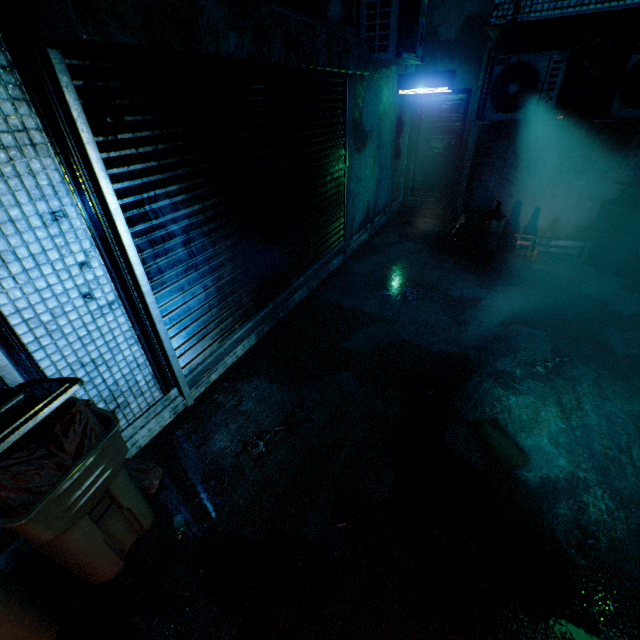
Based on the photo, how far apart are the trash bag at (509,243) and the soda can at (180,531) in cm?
582

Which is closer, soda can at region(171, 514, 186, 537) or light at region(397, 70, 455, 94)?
soda can at region(171, 514, 186, 537)

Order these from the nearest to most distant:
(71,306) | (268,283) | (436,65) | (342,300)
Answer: (71,306)
(268,283)
(342,300)
(436,65)

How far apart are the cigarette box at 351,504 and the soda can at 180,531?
1.05m

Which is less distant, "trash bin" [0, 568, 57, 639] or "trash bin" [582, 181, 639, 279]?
"trash bin" [0, 568, 57, 639]

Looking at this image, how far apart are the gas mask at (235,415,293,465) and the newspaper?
1.51m

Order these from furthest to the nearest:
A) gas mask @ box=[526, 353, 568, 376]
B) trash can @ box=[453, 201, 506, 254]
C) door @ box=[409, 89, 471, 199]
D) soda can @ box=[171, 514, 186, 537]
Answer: door @ box=[409, 89, 471, 199], trash can @ box=[453, 201, 506, 254], gas mask @ box=[526, 353, 568, 376], soda can @ box=[171, 514, 186, 537]

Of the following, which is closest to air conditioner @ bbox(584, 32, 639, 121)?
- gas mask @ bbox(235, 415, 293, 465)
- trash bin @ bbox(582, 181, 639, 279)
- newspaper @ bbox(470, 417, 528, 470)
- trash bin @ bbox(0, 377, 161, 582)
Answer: trash bin @ bbox(582, 181, 639, 279)
